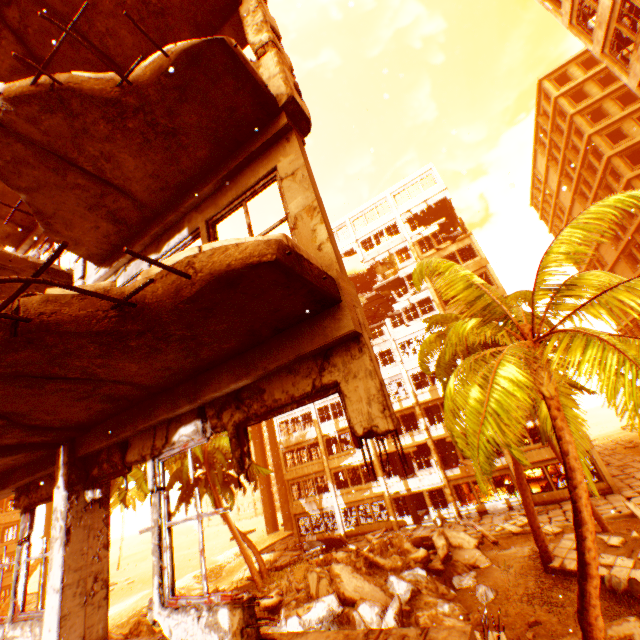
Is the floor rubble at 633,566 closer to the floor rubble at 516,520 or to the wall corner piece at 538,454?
the floor rubble at 516,520

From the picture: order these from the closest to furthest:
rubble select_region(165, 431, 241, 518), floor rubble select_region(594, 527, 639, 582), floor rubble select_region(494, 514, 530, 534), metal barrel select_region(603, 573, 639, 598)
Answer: metal barrel select_region(603, 573, 639, 598)
floor rubble select_region(594, 527, 639, 582)
floor rubble select_region(494, 514, 530, 534)
rubble select_region(165, 431, 241, 518)

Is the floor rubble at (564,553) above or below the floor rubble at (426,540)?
below

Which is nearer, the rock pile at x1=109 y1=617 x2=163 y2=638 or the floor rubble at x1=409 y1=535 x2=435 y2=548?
the rock pile at x1=109 y1=617 x2=163 y2=638

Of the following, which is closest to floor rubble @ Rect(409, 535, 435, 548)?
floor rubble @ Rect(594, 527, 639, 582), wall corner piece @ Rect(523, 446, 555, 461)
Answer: wall corner piece @ Rect(523, 446, 555, 461)

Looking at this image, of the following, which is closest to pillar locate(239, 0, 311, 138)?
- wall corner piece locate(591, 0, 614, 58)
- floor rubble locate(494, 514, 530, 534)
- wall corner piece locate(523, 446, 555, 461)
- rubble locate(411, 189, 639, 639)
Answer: rubble locate(411, 189, 639, 639)

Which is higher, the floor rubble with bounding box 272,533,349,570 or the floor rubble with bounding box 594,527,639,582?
the floor rubble with bounding box 272,533,349,570

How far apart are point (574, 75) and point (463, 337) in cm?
4190
